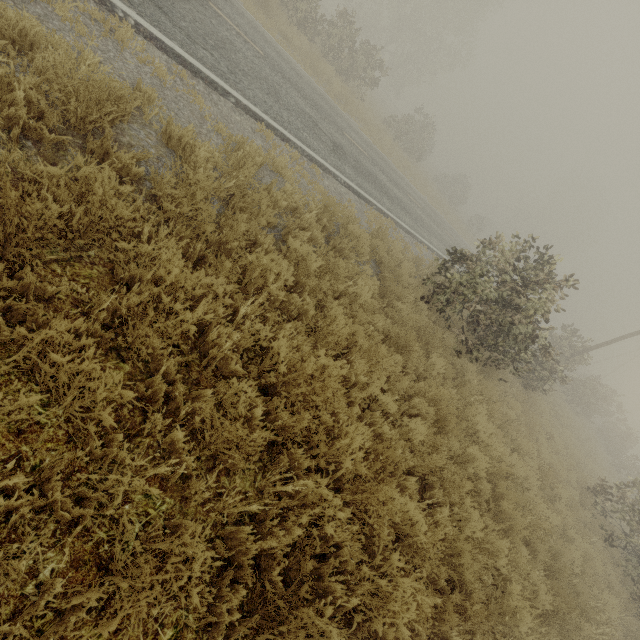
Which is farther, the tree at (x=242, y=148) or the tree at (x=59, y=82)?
the tree at (x=242, y=148)

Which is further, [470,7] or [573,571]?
[470,7]

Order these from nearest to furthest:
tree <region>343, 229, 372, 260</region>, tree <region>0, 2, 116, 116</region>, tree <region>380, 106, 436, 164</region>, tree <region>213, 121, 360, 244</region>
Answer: tree <region>0, 2, 116, 116</region> → tree <region>213, 121, 360, 244</region> → tree <region>343, 229, 372, 260</region> → tree <region>380, 106, 436, 164</region>

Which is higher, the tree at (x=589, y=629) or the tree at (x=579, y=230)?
the tree at (x=579, y=230)

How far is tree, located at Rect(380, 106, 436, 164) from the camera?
26.0 meters

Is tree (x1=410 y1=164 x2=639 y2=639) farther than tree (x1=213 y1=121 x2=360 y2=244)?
Yes

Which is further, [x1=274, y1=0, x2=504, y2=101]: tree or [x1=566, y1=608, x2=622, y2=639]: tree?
[x1=274, y1=0, x2=504, y2=101]: tree
